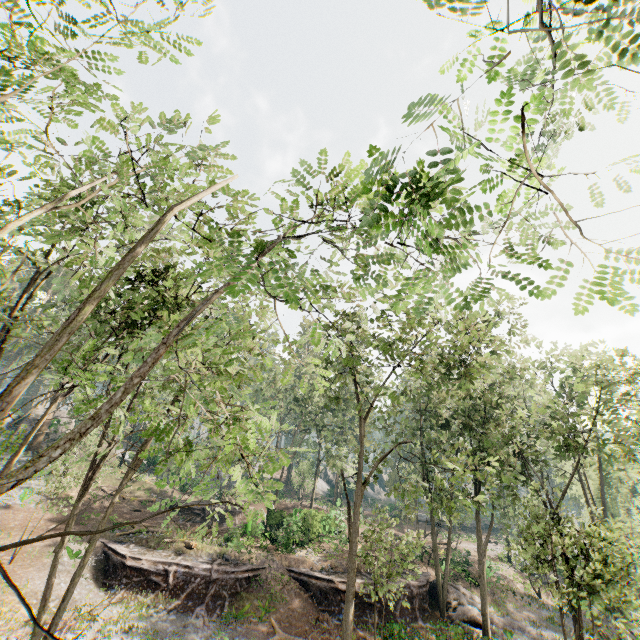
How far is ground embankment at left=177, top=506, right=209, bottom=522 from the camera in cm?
3231

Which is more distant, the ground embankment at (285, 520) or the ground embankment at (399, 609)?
the ground embankment at (285, 520)

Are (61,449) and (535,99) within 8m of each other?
yes

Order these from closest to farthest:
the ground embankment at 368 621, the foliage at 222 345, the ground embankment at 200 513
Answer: the foliage at 222 345 < the ground embankment at 368 621 < the ground embankment at 200 513

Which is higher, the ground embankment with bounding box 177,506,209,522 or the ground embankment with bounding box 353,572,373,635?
the ground embankment with bounding box 177,506,209,522

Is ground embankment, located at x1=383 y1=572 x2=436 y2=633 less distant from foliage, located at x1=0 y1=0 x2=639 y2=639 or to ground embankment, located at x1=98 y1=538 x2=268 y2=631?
foliage, located at x1=0 y1=0 x2=639 y2=639

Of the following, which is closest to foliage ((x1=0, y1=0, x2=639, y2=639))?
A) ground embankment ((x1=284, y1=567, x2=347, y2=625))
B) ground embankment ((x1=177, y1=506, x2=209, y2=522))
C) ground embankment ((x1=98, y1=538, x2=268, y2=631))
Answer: ground embankment ((x1=284, y1=567, x2=347, y2=625))
